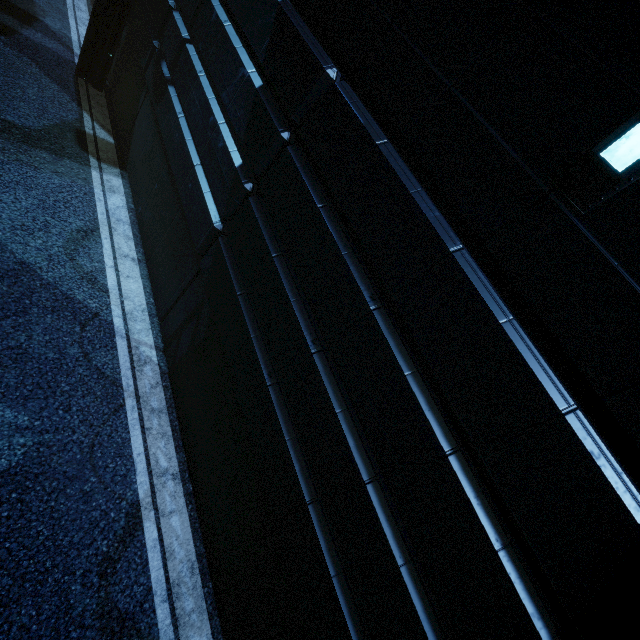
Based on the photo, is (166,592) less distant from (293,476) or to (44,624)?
(44,624)
